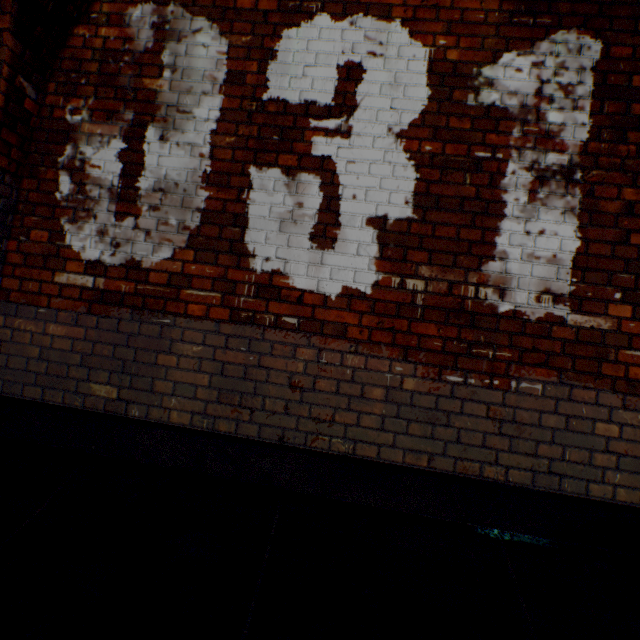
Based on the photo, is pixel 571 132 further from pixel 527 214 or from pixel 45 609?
pixel 45 609
